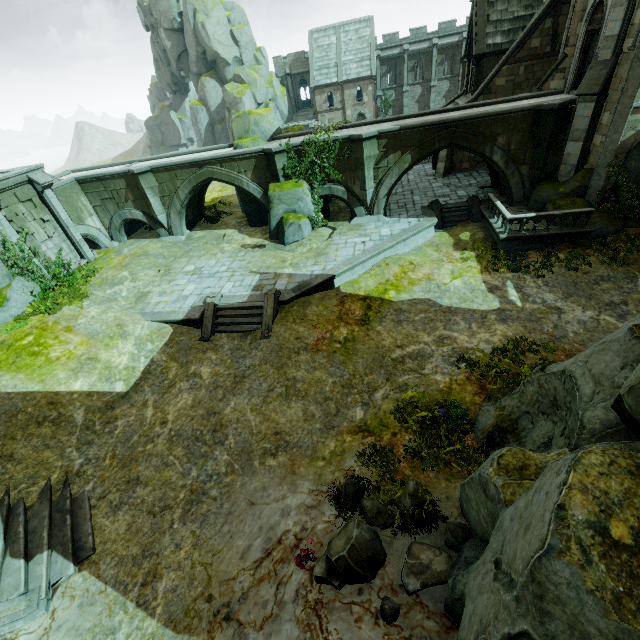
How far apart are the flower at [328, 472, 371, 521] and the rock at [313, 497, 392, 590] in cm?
11

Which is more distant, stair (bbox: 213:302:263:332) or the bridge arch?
the bridge arch

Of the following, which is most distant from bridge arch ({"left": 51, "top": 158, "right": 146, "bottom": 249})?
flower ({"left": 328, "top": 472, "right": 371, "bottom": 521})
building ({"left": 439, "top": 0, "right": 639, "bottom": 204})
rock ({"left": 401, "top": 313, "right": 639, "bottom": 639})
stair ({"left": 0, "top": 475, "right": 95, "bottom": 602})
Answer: rock ({"left": 401, "top": 313, "right": 639, "bottom": 639})

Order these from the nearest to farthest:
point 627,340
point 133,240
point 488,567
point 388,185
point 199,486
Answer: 1. point 488,567
2. point 627,340
3. point 199,486
4. point 388,185
5. point 133,240

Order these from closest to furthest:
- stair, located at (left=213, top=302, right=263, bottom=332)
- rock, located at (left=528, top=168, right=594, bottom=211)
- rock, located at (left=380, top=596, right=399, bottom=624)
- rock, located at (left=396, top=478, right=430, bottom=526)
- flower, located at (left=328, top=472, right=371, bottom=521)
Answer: rock, located at (left=380, top=596, right=399, bottom=624)
rock, located at (left=396, top=478, right=430, bottom=526)
flower, located at (left=328, top=472, right=371, bottom=521)
stair, located at (left=213, top=302, right=263, bottom=332)
rock, located at (left=528, top=168, right=594, bottom=211)

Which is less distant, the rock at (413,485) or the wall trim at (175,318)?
the rock at (413,485)

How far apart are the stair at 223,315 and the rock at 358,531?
8.7m

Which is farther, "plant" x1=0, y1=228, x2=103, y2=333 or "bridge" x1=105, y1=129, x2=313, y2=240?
"bridge" x1=105, y1=129, x2=313, y2=240
